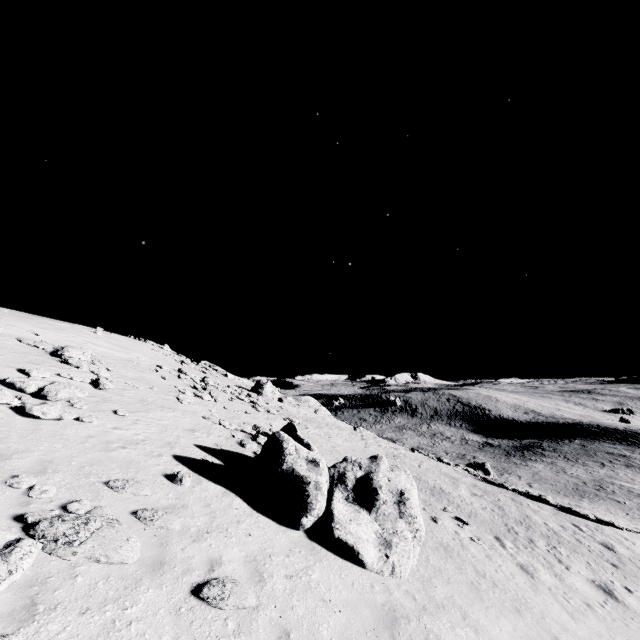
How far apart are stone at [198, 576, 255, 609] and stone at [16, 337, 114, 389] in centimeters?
1635cm

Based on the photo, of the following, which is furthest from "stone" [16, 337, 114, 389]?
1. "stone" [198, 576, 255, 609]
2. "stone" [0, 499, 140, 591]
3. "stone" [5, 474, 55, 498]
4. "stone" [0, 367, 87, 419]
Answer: "stone" [198, 576, 255, 609]

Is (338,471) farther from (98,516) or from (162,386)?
(162,386)

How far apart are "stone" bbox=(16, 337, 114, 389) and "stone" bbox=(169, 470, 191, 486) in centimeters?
1213cm

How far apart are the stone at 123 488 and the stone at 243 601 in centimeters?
336cm

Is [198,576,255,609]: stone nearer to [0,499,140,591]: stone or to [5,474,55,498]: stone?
[0,499,140,591]: stone

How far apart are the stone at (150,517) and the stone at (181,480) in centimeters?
151cm

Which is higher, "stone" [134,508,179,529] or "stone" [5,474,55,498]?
"stone" [5,474,55,498]
